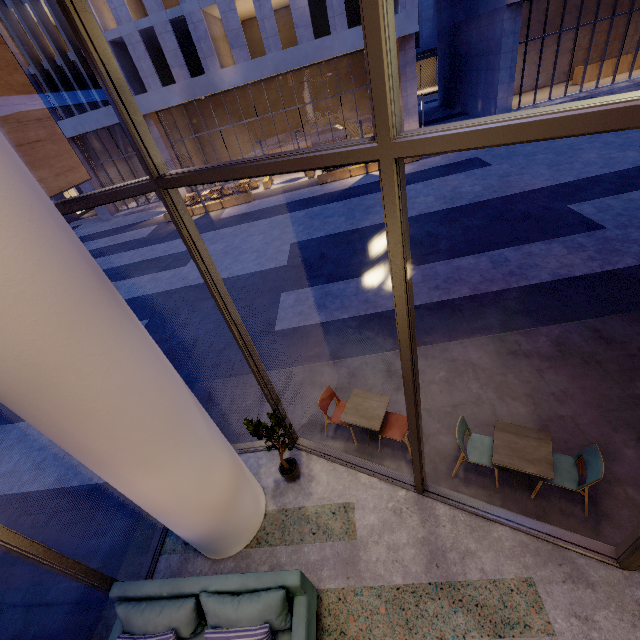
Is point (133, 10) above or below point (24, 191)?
above

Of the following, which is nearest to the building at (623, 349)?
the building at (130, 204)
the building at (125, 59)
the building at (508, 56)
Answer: the building at (125, 59)

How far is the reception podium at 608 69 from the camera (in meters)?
23.47

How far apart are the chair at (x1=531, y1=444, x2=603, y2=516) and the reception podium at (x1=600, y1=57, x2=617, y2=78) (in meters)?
32.62

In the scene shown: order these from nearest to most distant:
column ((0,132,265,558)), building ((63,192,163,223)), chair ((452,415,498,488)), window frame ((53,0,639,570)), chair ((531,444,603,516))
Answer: window frame ((53,0,639,570)) < column ((0,132,265,558)) < chair ((531,444,603,516)) < chair ((452,415,498,488)) < building ((63,192,163,223))

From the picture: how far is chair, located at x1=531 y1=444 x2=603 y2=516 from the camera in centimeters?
371cm

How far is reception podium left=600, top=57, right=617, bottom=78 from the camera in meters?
23.5

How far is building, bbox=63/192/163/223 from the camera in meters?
26.2
